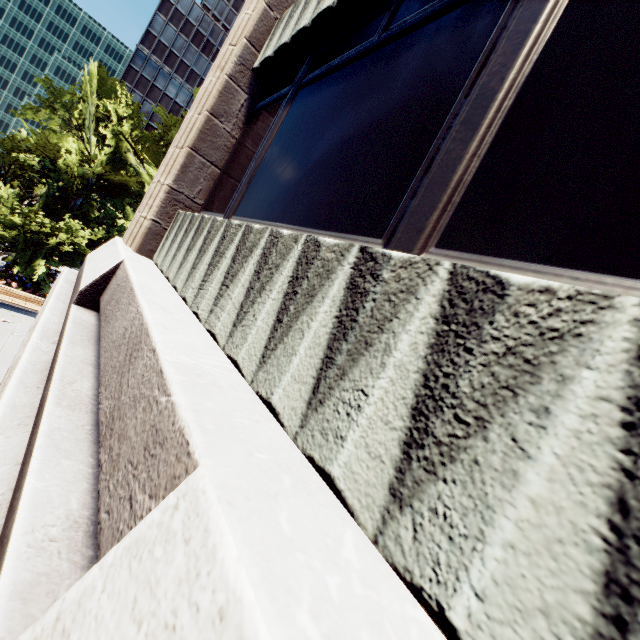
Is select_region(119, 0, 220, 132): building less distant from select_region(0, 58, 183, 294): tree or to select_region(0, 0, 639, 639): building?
select_region(0, 58, 183, 294): tree

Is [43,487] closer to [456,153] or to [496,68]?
[456,153]

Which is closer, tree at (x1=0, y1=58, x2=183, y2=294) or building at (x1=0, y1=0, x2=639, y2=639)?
building at (x1=0, y1=0, x2=639, y2=639)

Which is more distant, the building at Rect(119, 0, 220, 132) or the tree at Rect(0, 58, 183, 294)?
the building at Rect(119, 0, 220, 132)

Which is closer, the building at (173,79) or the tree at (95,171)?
the tree at (95,171)

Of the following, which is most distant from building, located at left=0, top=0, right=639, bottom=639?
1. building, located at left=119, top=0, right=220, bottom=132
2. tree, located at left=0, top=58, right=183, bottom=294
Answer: building, located at left=119, top=0, right=220, bottom=132

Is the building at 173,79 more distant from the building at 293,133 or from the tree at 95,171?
the building at 293,133
